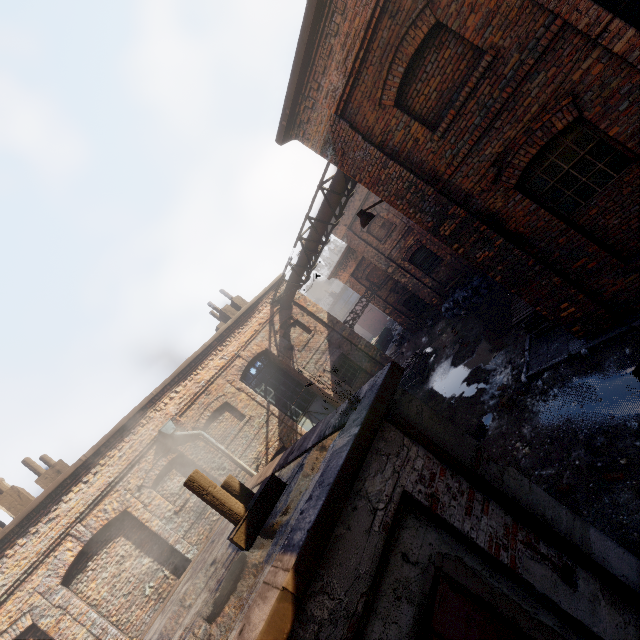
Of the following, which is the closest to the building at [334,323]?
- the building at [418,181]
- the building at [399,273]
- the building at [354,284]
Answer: the building at [399,273]

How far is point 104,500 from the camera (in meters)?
9.08

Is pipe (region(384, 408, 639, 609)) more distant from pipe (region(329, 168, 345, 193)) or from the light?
pipe (region(329, 168, 345, 193))

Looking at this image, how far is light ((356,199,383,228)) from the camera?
7.4 meters

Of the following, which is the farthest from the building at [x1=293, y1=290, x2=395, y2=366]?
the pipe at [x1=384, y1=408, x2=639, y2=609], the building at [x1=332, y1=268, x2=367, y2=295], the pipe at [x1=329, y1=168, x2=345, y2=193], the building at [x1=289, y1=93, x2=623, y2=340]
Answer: the pipe at [x1=384, y1=408, x2=639, y2=609]

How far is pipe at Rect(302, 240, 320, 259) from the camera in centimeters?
1191cm

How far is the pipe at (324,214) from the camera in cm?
1057

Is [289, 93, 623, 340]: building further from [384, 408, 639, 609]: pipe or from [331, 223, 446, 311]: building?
[331, 223, 446, 311]: building
